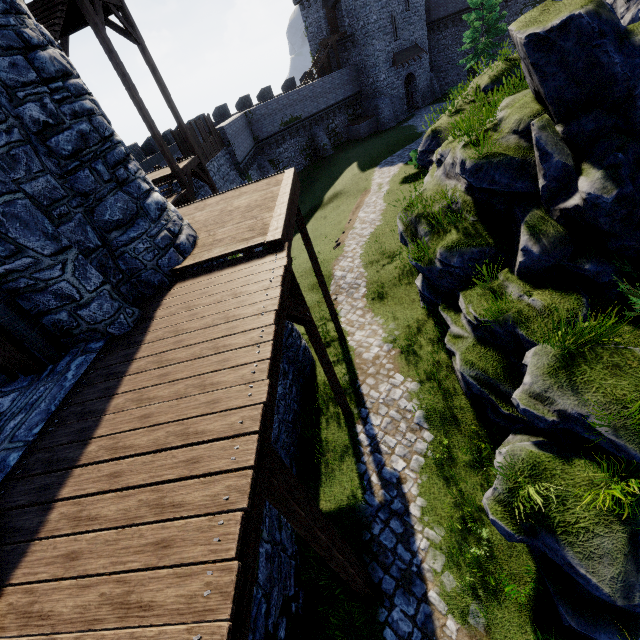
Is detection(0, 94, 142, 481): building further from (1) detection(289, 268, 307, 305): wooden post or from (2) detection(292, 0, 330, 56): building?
(2) detection(292, 0, 330, 56): building

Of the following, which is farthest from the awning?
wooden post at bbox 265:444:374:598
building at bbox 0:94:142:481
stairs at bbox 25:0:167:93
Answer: wooden post at bbox 265:444:374:598

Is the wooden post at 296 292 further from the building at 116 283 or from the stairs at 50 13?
the stairs at 50 13

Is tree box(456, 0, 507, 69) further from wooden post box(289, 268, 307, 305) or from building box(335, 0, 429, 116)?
wooden post box(289, 268, 307, 305)

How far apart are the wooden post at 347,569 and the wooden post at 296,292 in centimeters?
354cm

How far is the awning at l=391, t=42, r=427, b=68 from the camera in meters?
35.4 m

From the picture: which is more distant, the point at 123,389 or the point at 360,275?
the point at 360,275

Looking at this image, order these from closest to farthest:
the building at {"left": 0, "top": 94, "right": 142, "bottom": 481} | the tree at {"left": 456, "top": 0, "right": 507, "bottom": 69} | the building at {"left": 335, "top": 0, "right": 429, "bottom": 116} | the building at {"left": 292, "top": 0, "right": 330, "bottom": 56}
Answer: the building at {"left": 0, "top": 94, "right": 142, "bottom": 481} < the tree at {"left": 456, "top": 0, "right": 507, "bottom": 69} < the building at {"left": 335, "top": 0, "right": 429, "bottom": 116} < the building at {"left": 292, "top": 0, "right": 330, "bottom": 56}
